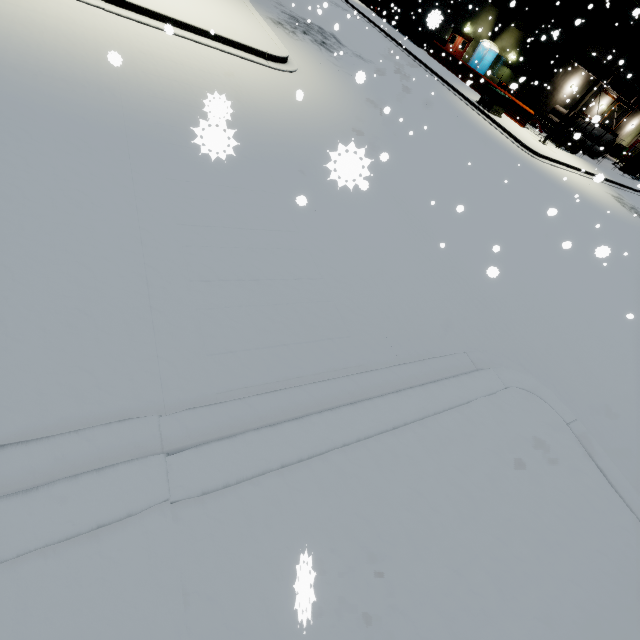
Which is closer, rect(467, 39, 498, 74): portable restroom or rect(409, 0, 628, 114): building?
rect(409, 0, 628, 114): building

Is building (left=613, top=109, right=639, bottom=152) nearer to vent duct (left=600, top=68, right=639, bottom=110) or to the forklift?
vent duct (left=600, top=68, right=639, bottom=110)

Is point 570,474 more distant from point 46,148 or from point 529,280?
point 46,148

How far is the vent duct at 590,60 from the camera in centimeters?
2600cm

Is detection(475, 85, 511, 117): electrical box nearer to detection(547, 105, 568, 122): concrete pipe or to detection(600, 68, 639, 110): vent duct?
detection(600, 68, 639, 110): vent duct

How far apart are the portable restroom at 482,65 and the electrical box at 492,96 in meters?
14.2

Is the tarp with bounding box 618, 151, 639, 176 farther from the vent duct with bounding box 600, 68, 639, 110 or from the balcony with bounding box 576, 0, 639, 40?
the balcony with bounding box 576, 0, 639, 40

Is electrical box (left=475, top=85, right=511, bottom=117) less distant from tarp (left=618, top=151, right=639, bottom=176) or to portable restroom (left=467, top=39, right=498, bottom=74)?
portable restroom (left=467, top=39, right=498, bottom=74)
